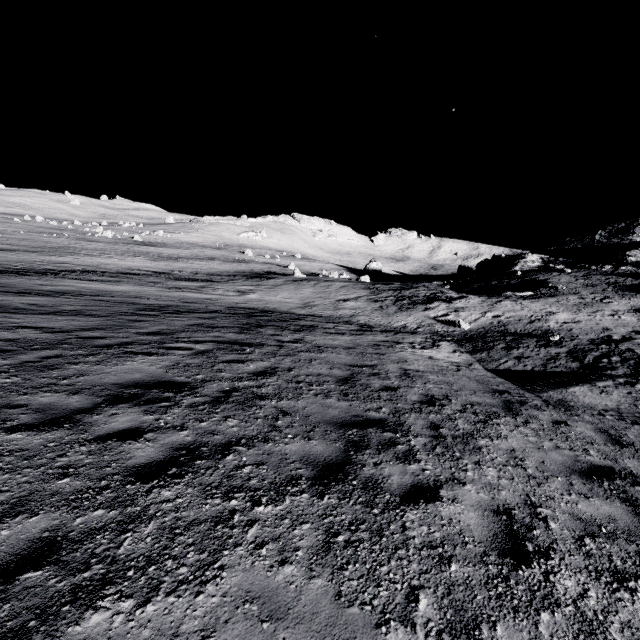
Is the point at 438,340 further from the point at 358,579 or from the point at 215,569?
the point at 215,569
